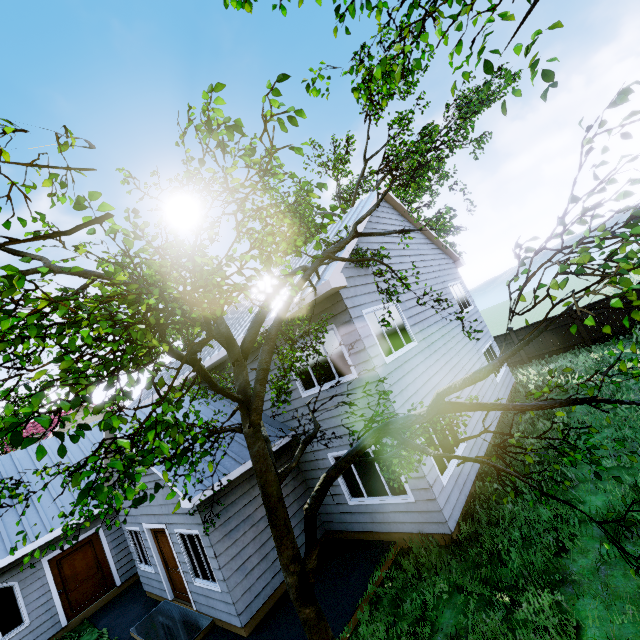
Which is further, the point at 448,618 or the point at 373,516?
the point at 373,516

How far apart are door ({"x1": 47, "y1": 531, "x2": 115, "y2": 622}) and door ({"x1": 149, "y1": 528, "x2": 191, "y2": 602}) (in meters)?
4.41

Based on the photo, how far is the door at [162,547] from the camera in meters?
8.6 m

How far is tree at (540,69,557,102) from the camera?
3.0 meters

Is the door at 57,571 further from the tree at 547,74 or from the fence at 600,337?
the fence at 600,337

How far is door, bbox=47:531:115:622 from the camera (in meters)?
10.74

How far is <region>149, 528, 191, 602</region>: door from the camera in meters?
8.6

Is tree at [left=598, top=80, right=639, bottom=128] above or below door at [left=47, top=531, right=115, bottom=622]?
above
